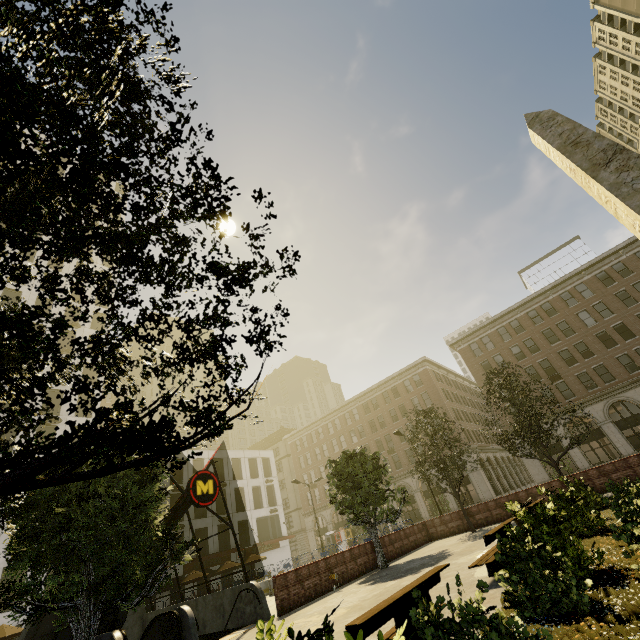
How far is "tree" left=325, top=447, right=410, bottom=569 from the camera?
16.92m

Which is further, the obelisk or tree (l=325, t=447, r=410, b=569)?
tree (l=325, t=447, r=410, b=569)

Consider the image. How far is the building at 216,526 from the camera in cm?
3769

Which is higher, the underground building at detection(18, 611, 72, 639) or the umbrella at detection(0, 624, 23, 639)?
the umbrella at detection(0, 624, 23, 639)

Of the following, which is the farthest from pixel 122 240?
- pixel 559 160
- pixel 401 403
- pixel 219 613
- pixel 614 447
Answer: pixel 401 403

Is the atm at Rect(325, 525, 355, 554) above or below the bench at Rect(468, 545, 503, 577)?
above

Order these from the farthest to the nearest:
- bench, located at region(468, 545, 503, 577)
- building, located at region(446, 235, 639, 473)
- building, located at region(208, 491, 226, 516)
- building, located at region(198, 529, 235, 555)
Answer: building, located at region(208, 491, 226, 516), building, located at region(198, 529, 235, 555), building, located at region(446, 235, 639, 473), bench, located at region(468, 545, 503, 577)

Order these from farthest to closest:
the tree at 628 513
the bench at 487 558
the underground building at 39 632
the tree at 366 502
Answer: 1. the tree at 366 502
2. the underground building at 39 632
3. the bench at 487 558
4. the tree at 628 513
